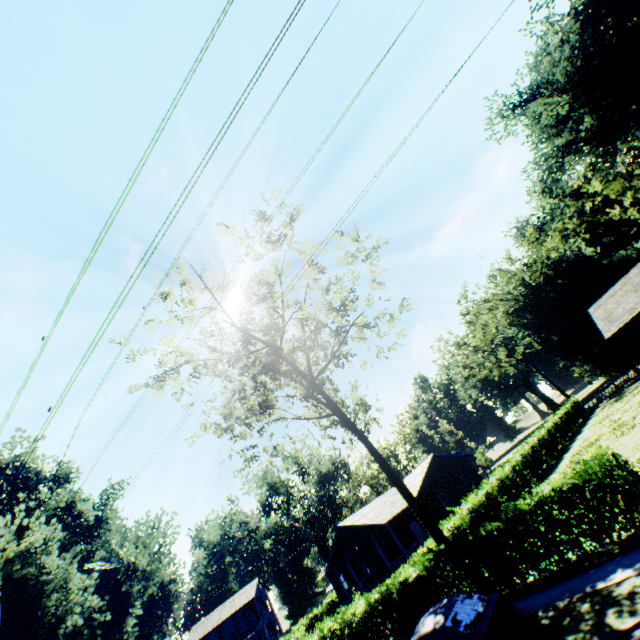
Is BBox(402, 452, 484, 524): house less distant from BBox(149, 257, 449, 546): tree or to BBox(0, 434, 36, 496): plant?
BBox(149, 257, 449, 546): tree

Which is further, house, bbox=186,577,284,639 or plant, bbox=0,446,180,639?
house, bbox=186,577,284,639

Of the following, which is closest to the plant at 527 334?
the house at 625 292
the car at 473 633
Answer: the car at 473 633

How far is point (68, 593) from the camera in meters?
20.2 m

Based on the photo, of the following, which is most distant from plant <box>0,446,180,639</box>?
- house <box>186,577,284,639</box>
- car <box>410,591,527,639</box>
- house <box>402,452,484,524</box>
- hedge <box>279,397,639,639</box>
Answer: house <box>186,577,284,639</box>

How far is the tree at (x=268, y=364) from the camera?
18.3 meters

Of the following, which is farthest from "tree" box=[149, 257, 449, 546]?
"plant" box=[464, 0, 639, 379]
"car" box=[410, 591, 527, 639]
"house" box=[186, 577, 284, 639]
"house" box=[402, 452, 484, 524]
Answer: "house" box=[186, 577, 284, 639]

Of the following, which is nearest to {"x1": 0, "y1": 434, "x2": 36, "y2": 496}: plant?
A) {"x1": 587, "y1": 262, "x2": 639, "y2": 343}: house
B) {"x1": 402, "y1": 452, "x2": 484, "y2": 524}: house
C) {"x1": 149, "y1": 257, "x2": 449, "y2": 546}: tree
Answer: {"x1": 149, "y1": 257, "x2": 449, "y2": 546}: tree
